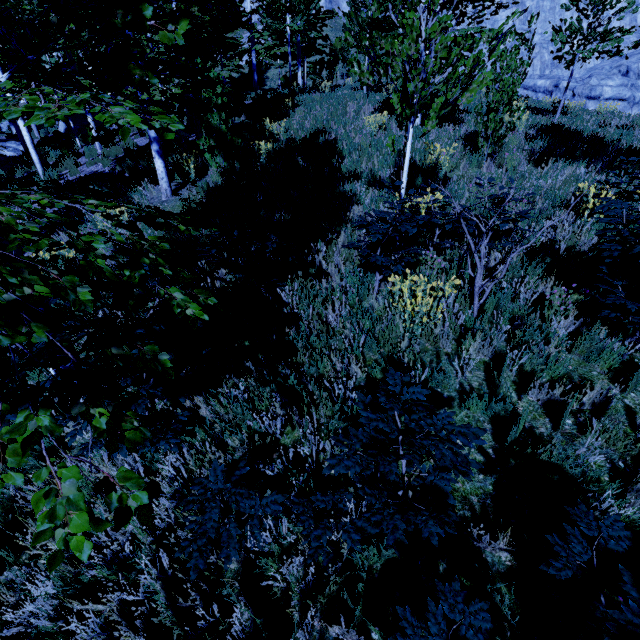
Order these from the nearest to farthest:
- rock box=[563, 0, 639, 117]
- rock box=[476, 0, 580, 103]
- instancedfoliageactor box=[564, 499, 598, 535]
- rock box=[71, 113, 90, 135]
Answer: instancedfoliageactor box=[564, 499, 598, 535] → rock box=[71, 113, 90, 135] → rock box=[563, 0, 639, 117] → rock box=[476, 0, 580, 103]

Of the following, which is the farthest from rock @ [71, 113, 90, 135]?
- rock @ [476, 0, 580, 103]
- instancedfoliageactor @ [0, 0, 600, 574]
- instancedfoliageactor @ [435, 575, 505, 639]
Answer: instancedfoliageactor @ [435, 575, 505, 639]

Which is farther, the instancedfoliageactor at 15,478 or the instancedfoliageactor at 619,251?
the instancedfoliageactor at 619,251

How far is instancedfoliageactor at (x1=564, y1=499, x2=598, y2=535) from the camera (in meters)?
1.59

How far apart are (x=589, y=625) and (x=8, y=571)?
3.9m

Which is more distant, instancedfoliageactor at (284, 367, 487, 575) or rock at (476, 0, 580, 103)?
rock at (476, 0, 580, 103)

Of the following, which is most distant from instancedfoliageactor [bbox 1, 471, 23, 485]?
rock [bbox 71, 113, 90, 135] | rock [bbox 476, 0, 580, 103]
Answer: rock [bbox 476, 0, 580, 103]

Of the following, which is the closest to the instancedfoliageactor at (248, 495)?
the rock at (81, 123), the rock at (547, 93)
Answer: the rock at (81, 123)
